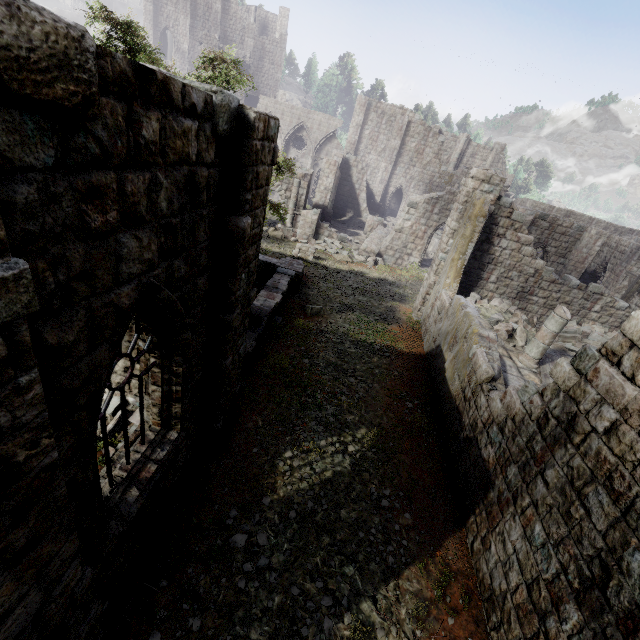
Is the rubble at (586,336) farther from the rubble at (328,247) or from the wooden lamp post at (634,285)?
the rubble at (328,247)

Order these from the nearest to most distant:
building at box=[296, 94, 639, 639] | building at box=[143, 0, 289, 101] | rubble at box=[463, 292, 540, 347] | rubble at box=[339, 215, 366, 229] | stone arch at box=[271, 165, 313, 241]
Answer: building at box=[296, 94, 639, 639]
rubble at box=[463, 292, 540, 347]
stone arch at box=[271, 165, 313, 241]
rubble at box=[339, 215, 366, 229]
building at box=[143, 0, 289, 101]

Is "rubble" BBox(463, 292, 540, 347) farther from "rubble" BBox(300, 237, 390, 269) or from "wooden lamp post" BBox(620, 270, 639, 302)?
"rubble" BBox(300, 237, 390, 269)

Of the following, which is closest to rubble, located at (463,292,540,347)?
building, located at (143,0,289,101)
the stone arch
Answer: the stone arch

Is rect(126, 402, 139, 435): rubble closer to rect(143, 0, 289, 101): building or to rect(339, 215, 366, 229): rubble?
rect(339, 215, 366, 229): rubble

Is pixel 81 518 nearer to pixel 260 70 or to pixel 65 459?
pixel 65 459

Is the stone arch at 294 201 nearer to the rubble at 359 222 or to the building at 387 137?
the building at 387 137

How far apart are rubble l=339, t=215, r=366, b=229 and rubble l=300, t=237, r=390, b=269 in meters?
7.8
